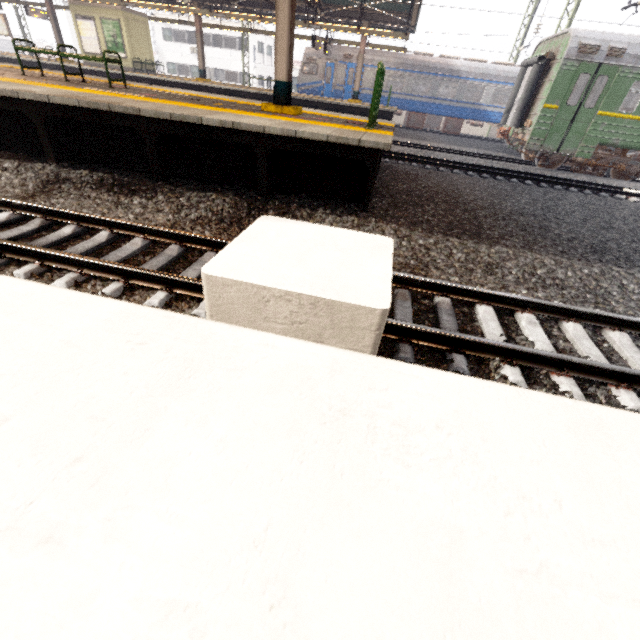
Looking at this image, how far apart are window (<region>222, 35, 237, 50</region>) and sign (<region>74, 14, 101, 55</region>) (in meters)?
21.13

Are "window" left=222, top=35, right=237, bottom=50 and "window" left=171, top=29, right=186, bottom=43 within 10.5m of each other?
yes

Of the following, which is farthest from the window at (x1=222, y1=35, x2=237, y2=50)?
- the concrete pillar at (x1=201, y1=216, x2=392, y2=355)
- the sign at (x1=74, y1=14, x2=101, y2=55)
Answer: the concrete pillar at (x1=201, y1=216, x2=392, y2=355)

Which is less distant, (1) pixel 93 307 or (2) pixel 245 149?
(1) pixel 93 307

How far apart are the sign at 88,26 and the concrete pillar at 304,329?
25.7 meters

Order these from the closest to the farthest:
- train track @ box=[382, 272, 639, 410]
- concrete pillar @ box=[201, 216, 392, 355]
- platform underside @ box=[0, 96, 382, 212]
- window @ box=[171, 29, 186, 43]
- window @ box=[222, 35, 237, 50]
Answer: concrete pillar @ box=[201, 216, 392, 355], train track @ box=[382, 272, 639, 410], platform underside @ box=[0, 96, 382, 212], window @ box=[222, 35, 237, 50], window @ box=[171, 29, 186, 43]

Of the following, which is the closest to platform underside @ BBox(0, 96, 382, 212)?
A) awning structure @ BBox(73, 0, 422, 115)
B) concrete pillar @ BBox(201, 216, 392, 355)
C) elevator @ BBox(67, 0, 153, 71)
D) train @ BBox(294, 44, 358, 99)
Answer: concrete pillar @ BBox(201, 216, 392, 355)

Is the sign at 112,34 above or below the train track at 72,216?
above
